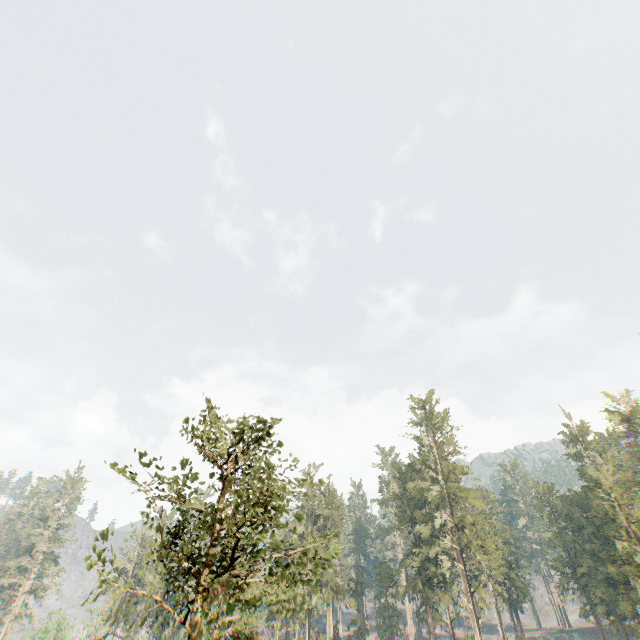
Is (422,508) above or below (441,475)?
below

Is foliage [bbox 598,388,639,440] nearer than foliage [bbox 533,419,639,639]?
No

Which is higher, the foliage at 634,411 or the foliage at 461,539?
the foliage at 634,411

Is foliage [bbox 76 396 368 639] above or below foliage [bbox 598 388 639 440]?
below

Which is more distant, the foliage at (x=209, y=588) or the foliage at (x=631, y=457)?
the foliage at (x=631, y=457)
